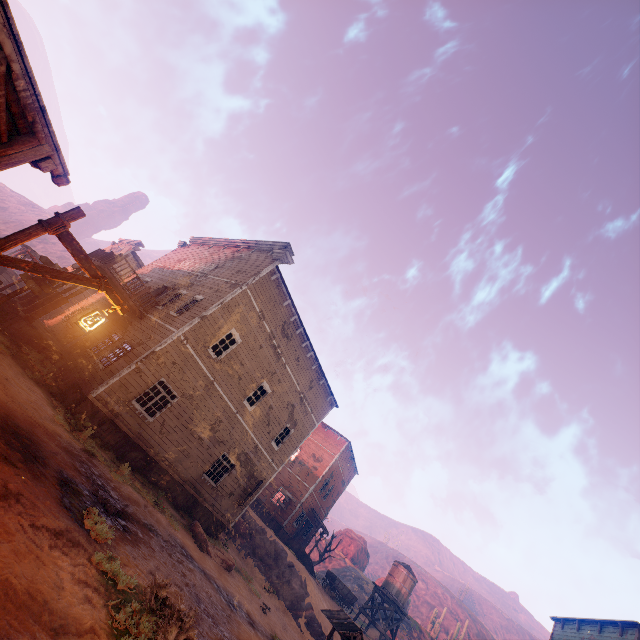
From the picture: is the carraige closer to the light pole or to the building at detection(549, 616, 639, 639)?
the building at detection(549, 616, 639, 639)

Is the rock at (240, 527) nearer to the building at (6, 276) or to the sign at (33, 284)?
the building at (6, 276)

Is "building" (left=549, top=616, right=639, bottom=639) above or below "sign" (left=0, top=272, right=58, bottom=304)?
above

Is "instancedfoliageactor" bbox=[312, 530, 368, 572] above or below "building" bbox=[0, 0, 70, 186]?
above

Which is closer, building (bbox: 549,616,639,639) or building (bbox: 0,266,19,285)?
building (bbox: 549,616,639,639)

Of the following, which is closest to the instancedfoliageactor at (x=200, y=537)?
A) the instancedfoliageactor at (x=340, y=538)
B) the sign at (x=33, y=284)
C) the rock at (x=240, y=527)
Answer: the rock at (x=240, y=527)

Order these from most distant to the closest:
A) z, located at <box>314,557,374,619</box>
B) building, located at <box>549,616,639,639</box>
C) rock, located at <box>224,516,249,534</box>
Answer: z, located at <box>314,557,374,619</box> < rock, located at <box>224,516,249,534</box> < building, located at <box>549,616,639,639</box>

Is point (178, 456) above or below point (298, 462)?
below
